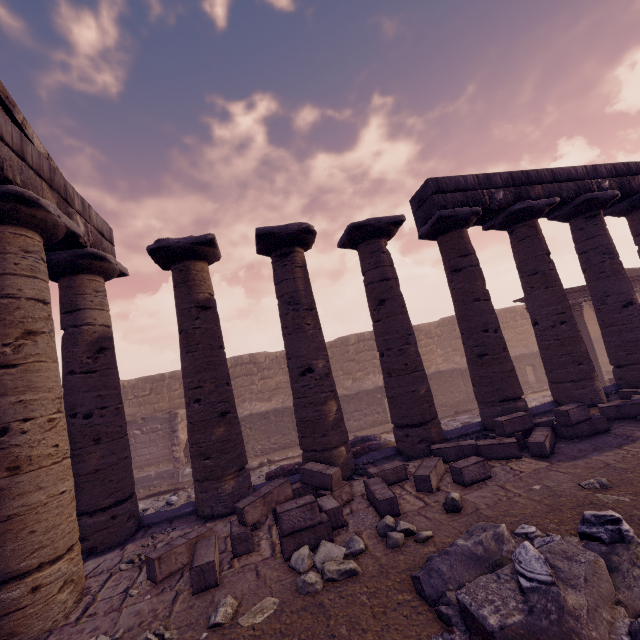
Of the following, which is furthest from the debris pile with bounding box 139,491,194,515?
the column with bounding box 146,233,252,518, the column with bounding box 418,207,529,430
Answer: the column with bounding box 418,207,529,430

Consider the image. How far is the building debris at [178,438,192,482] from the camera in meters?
13.3 m

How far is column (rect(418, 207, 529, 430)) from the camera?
7.6m

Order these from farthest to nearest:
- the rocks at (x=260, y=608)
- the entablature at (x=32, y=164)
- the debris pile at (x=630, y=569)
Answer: the entablature at (x=32, y=164), the rocks at (x=260, y=608), the debris pile at (x=630, y=569)

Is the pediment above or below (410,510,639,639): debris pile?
above

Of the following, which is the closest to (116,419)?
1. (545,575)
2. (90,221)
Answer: (90,221)

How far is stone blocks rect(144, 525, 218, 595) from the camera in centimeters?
382cm

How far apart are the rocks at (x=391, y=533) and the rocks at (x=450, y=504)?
0.6m
